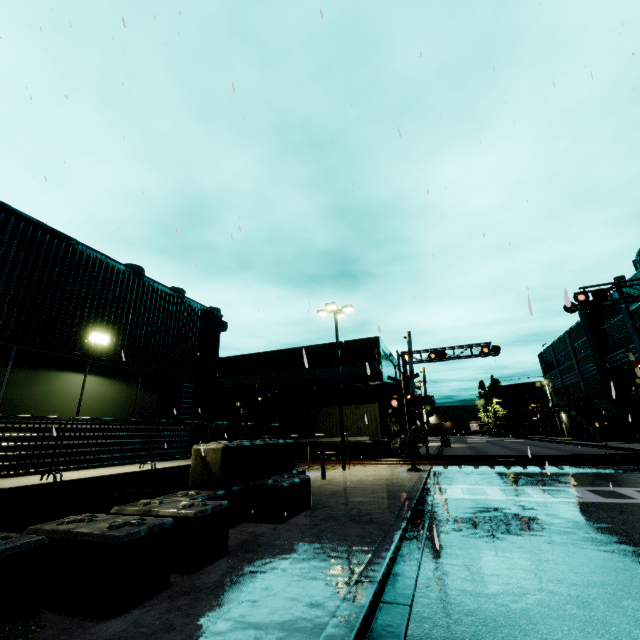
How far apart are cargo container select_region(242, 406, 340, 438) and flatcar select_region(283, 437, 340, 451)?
0.0 meters

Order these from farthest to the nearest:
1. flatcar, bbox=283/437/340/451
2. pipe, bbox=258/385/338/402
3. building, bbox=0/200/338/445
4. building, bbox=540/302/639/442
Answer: building, bbox=540/302/639/442, pipe, bbox=258/385/338/402, flatcar, bbox=283/437/340/451, building, bbox=0/200/338/445

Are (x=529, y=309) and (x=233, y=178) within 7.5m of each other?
no

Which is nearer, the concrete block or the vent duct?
the concrete block

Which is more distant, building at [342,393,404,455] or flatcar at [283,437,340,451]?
building at [342,393,404,455]

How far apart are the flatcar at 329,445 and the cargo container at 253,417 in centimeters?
1cm

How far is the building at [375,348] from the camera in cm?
3077
